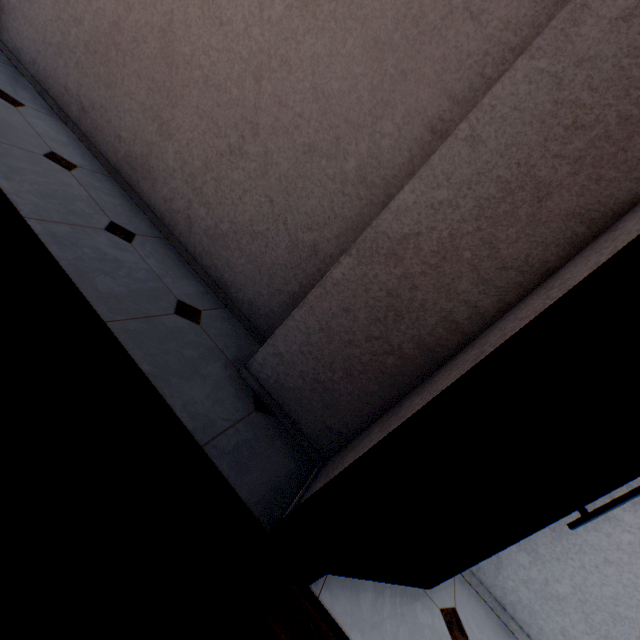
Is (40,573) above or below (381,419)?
below
